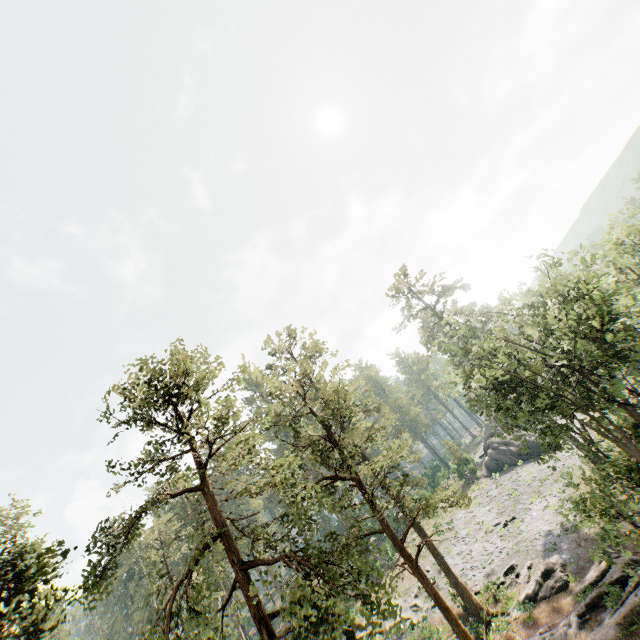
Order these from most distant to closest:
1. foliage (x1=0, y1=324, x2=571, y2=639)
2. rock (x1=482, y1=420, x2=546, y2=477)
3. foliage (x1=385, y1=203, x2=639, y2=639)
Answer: rock (x1=482, y1=420, x2=546, y2=477), foliage (x1=385, y1=203, x2=639, y2=639), foliage (x1=0, y1=324, x2=571, y2=639)

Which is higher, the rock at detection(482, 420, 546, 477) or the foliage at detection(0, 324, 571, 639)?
the foliage at detection(0, 324, 571, 639)

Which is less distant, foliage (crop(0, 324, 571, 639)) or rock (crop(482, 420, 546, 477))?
foliage (crop(0, 324, 571, 639))

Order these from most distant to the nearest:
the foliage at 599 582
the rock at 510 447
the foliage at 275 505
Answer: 1. the rock at 510 447
2. the foliage at 599 582
3. the foliage at 275 505

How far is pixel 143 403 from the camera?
13.3 meters

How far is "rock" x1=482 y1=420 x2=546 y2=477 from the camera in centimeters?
4453cm

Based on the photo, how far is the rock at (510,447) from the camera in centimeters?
4453cm
